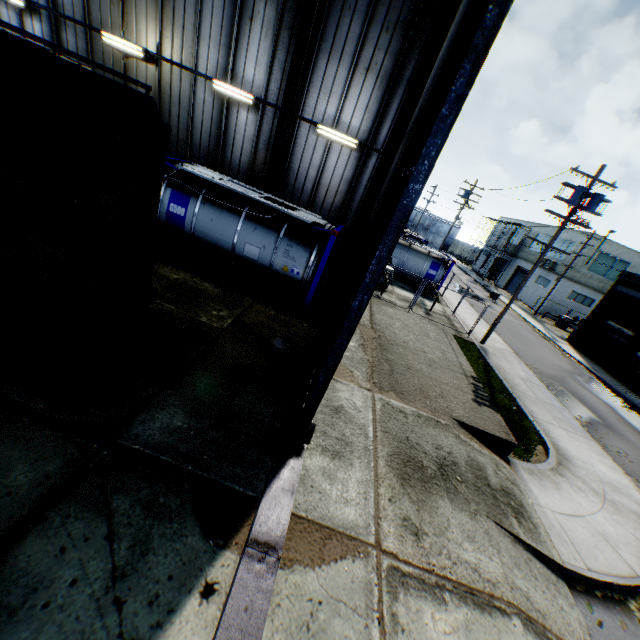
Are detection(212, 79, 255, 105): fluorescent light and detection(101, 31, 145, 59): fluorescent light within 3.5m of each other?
yes

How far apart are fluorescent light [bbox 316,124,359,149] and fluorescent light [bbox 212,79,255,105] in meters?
2.6 m

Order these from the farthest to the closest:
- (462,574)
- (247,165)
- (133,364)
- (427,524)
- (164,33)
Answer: (247,165)
(164,33)
(133,364)
(427,524)
(462,574)

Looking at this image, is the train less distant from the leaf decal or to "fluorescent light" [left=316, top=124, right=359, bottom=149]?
"fluorescent light" [left=316, top=124, right=359, bottom=149]

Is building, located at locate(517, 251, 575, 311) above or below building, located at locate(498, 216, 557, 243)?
below

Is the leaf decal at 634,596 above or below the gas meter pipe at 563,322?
below

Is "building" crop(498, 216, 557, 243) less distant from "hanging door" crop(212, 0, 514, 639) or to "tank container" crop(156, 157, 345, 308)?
"tank container" crop(156, 157, 345, 308)

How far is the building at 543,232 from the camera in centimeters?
4159cm
